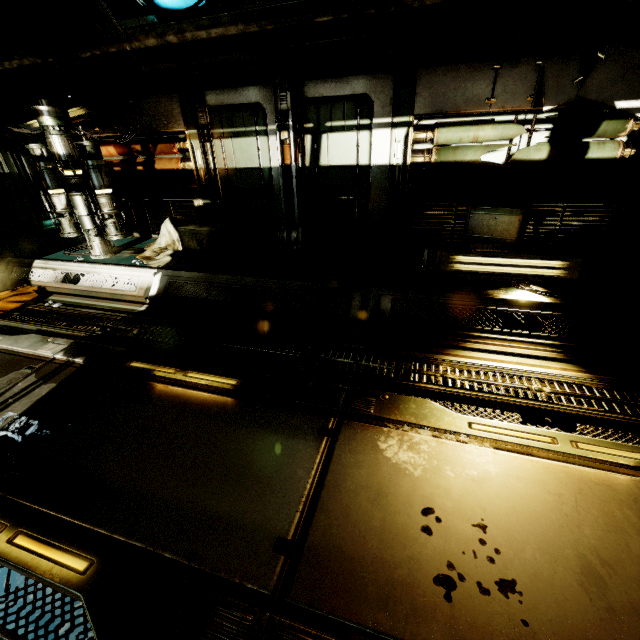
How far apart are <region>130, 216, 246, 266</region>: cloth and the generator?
0.36m

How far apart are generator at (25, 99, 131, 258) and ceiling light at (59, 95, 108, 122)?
0.57m

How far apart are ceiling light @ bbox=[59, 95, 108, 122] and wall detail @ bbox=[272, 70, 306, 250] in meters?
3.3

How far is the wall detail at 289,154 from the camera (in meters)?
5.05

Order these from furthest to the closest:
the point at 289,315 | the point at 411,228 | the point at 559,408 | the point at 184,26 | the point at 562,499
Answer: the point at 411,228, the point at 289,315, the point at 184,26, the point at 559,408, the point at 562,499

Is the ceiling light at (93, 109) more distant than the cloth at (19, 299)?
Yes

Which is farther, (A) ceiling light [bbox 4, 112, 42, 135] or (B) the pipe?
(A) ceiling light [bbox 4, 112, 42, 135]

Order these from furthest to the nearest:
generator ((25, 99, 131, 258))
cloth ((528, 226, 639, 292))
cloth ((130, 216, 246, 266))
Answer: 1. cloth ((130, 216, 246, 266))
2. generator ((25, 99, 131, 258))
3. cloth ((528, 226, 639, 292))
